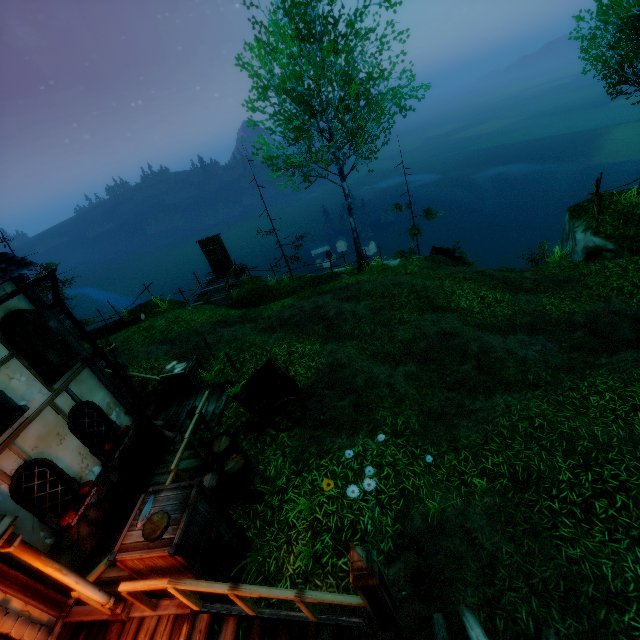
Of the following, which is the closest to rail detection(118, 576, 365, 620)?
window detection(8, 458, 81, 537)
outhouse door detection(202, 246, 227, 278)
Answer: window detection(8, 458, 81, 537)

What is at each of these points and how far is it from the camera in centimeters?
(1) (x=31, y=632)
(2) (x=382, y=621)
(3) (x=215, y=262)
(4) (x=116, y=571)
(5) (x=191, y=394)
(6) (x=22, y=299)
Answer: (1) doorway, 480cm
(2) pillar, 470cm
(3) outhouse door, 2073cm
(4) stairs, 606cm
(5) wooden platform, 1059cm
(6) building, 666cm

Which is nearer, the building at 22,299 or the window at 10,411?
the window at 10,411

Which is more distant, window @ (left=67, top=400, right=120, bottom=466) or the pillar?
window @ (left=67, top=400, right=120, bottom=466)

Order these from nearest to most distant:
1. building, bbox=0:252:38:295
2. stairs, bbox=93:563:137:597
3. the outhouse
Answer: stairs, bbox=93:563:137:597
building, bbox=0:252:38:295
the outhouse

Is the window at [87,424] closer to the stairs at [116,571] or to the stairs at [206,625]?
the stairs at [116,571]

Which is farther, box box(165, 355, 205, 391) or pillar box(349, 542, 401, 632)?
box box(165, 355, 205, 391)

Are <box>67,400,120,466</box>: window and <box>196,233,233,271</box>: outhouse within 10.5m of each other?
no
